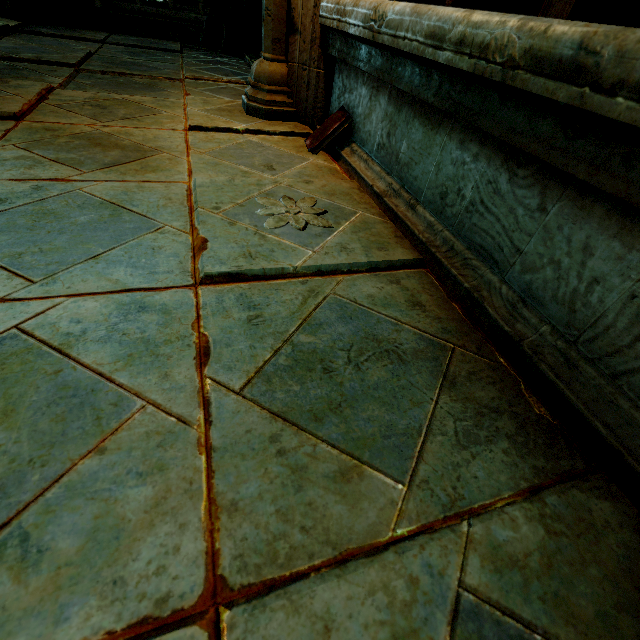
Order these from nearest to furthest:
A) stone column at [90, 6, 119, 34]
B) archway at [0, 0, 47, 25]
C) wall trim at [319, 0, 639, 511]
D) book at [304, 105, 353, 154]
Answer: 1. wall trim at [319, 0, 639, 511]
2. book at [304, 105, 353, 154]
3. archway at [0, 0, 47, 25]
4. stone column at [90, 6, 119, 34]

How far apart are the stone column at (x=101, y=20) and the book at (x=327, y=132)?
14.31m

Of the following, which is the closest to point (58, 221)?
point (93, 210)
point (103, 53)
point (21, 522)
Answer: point (93, 210)

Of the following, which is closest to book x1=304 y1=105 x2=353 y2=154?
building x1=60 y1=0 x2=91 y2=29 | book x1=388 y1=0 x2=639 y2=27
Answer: book x1=388 y1=0 x2=639 y2=27

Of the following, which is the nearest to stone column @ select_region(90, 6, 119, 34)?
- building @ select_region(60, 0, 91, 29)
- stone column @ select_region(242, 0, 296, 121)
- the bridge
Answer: the bridge

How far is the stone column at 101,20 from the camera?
10.9m

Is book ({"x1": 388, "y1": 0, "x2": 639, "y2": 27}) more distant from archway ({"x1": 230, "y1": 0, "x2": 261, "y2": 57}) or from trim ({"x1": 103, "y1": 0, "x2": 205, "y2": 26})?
trim ({"x1": 103, "y1": 0, "x2": 205, "y2": 26})

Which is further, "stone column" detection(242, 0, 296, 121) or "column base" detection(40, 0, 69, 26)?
"column base" detection(40, 0, 69, 26)
